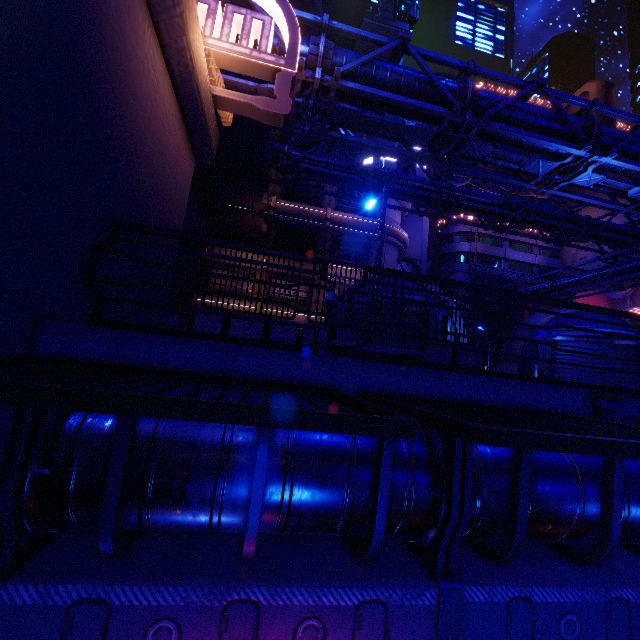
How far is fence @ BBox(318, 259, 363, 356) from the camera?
8.3m

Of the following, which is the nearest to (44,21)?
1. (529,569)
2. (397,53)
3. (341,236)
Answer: (529,569)

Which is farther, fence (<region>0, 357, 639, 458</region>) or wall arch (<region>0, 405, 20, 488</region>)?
wall arch (<region>0, 405, 20, 488</region>)

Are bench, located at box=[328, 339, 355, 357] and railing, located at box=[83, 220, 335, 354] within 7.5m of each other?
yes

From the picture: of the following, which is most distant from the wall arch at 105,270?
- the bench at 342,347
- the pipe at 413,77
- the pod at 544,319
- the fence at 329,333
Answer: the pod at 544,319

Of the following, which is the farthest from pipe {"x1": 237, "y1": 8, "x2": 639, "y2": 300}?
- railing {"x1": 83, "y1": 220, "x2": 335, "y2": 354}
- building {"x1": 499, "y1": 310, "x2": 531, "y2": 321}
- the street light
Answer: the street light

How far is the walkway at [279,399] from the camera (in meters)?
3.64

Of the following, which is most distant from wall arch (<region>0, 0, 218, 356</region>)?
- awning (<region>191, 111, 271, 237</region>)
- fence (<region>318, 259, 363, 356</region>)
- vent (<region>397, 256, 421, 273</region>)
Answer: vent (<region>397, 256, 421, 273</region>)
